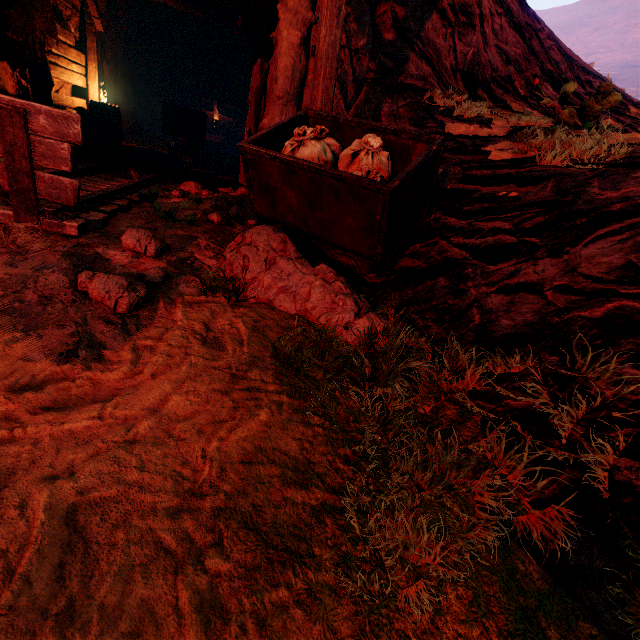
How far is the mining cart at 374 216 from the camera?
2.4m

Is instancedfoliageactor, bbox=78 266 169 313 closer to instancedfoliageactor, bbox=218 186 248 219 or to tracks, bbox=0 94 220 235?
tracks, bbox=0 94 220 235

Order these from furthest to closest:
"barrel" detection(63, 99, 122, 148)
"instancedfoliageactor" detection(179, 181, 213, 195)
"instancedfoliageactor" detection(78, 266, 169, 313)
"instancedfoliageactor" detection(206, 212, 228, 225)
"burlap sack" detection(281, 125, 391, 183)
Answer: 1. "barrel" detection(63, 99, 122, 148)
2. "instancedfoliageactor" detection(179, 181, 213, 195)
3. "instancedfoliageactor" detection(206, 212, 228, 225)
4. "burlap sack" detection(281, 125, 391, 183)
5. "instancedfoliageactor" detection(78, 266, 169, 313)

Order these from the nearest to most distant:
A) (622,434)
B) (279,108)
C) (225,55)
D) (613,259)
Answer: (622,434) → (613,259) → (279,108) → (225,55)

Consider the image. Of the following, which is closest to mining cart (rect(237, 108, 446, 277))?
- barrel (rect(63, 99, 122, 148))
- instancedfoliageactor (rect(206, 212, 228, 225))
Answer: instancedfoliageactor (rect(206, 212, 228, 225))

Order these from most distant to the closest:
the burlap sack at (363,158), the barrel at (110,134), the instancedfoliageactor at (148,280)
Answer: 1. the barrel at (110,134)
2. the burlap sack at (363,158)
3. the instancedfoliageactor at (148,280)

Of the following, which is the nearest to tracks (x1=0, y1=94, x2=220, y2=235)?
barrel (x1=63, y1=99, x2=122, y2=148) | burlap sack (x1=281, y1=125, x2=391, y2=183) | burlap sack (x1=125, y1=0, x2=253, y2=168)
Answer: burlap sack (x1=125, y1=0, x2=253, y2=168)

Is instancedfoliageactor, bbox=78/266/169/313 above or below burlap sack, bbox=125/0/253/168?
below
